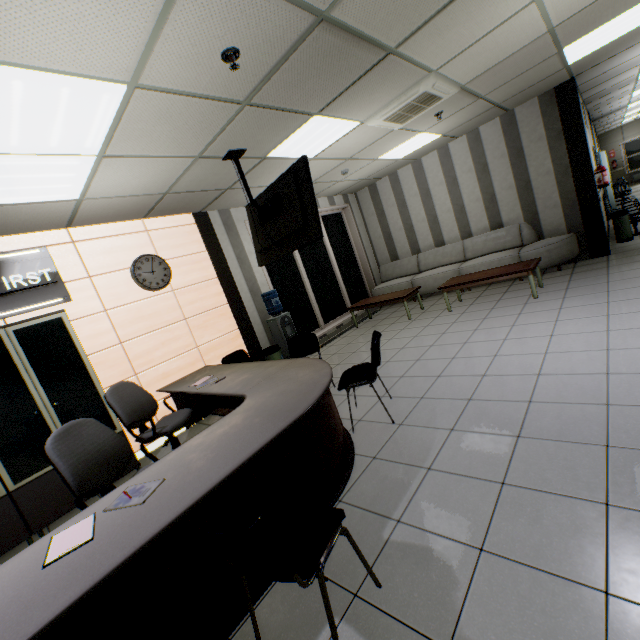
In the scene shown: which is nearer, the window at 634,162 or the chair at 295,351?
the chair at 295,351

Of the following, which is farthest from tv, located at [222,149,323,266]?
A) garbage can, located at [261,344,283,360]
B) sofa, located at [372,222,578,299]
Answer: sofa, located at [372,222,578,299]

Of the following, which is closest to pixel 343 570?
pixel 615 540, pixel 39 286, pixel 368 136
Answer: pixel 615 540

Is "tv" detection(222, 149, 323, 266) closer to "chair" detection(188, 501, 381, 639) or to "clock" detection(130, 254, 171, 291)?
"clock" detection(130, 254, 171, 291)

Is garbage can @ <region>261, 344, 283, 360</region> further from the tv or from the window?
the window

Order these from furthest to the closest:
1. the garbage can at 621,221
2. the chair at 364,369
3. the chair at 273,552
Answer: the garbage can at 621,221 → the chair at 364,369 → the chair at 273,552

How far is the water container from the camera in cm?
610

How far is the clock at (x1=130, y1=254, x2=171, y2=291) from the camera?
4.8 meters
